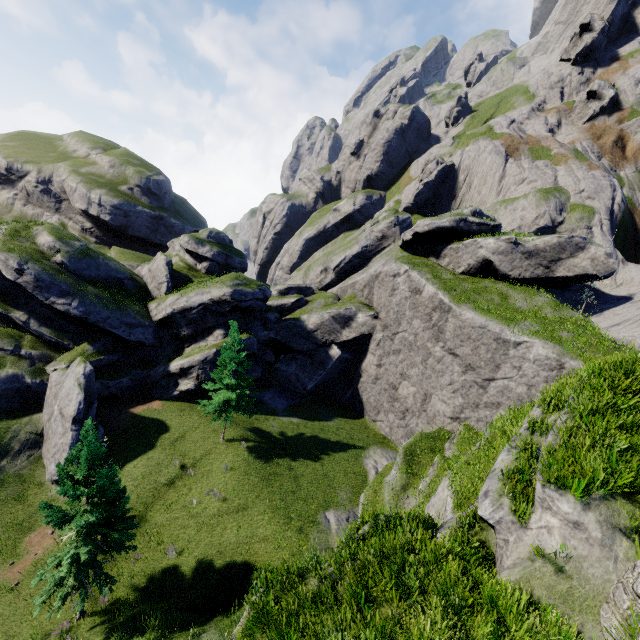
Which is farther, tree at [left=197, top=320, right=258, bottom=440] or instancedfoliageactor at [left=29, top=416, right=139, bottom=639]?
tree at [left=197, top=320, right=258, bottom=440]

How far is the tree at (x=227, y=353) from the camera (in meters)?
25.55

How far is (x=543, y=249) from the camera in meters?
30.2 m

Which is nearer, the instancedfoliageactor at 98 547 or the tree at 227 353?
the instancedfoliageactor at 98 547

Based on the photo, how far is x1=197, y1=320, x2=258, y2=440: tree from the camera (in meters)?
25.55
